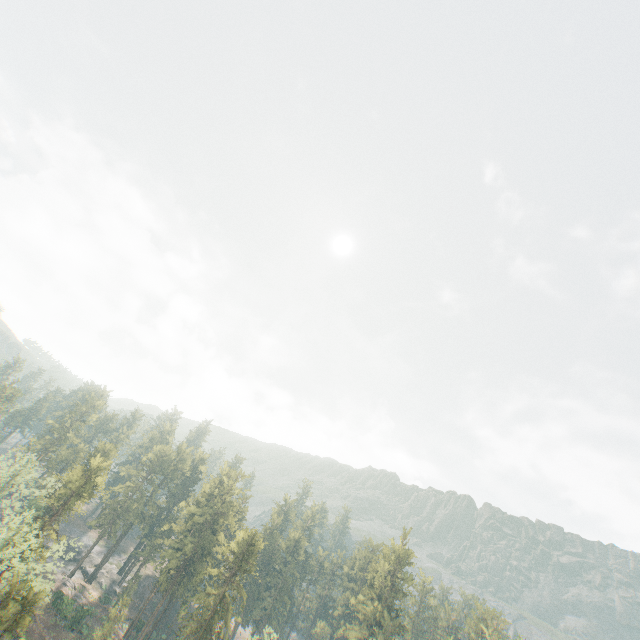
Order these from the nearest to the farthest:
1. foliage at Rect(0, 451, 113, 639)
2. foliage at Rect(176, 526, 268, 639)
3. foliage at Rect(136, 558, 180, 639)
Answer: foliage at Rect(0, 451, 113, 639) → foliage at Rect(176, 526, 268, 639) → foliage at Rect(136, 558, 180, 639)

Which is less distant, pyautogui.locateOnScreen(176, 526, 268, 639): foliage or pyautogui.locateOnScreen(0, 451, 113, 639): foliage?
pyautogui.locateOnScreen(0, 451, 113, 639): foliage

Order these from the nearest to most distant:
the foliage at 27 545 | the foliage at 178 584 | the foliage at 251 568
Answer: the foliage at 27 545
the foliage at 251 568
the foliage at 178 584

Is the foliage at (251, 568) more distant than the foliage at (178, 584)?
No

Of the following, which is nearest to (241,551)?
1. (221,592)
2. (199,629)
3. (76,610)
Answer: (221,592)
